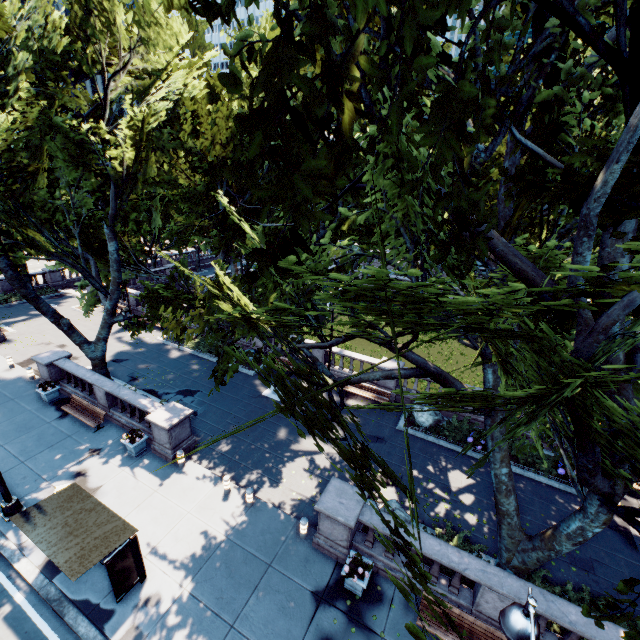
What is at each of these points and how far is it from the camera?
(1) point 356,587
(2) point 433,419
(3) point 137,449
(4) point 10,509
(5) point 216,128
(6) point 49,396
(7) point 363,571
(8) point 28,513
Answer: (1) planter, 10.2 meters
(2) rock, 17.5 meters
(3) planter, 14.8 meters
(4) light, 11.8 meters
(5) tree, 15.9 meters
(6) planter, 17.8 meters
(7) plant, 10.2 meters
(8) bus stop, 9.7 meters

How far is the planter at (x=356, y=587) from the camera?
9.9 meters

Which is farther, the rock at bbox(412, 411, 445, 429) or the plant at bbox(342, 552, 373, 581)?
the rock at bbox(412, 411, 445, 429)

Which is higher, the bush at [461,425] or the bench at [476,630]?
the bench at [476,630]

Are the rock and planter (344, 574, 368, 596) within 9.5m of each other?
yes

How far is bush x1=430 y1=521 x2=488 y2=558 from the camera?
11.34m

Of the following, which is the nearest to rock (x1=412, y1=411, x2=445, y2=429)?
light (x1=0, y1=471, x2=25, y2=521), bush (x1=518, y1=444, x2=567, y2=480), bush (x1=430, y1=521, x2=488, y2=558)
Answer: bush (x1=518, y1=444, x2=567, y2=480)

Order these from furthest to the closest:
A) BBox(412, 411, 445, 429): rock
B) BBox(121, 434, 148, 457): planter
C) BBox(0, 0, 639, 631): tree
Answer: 1. BBox(412, 411, 445, 429): rock
2. BBox(121, 434, 148, 457): planter
3. BBox(0, 0, 639, 631): tree
